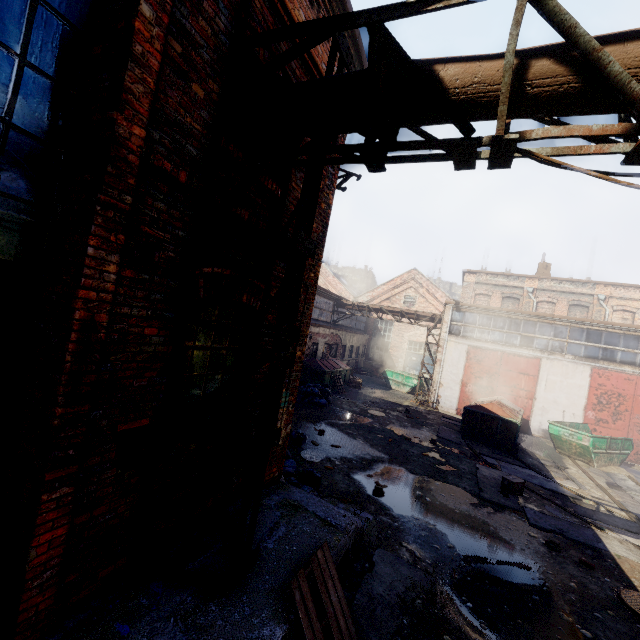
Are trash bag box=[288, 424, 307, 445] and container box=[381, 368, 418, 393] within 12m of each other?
no

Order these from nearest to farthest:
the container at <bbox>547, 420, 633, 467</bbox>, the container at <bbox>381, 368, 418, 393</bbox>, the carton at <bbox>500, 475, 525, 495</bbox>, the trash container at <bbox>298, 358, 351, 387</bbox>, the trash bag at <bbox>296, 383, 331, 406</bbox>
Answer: the carton at <bbox>500, 475, 525, 495</bbox>
the container at <bbox>547, 420, 633, 467</bbox>
the trash bag at <bbox>296, 383, 331, 406</bbox>
the trash container at <bbox>298, 358, 351, 387</bbox>
the container at <bbox>381, 368, 418, 393</bbox>

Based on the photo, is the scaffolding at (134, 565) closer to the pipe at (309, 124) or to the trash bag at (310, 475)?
the pipe at (309, 124)

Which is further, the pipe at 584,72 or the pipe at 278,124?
the pipe at 278,124

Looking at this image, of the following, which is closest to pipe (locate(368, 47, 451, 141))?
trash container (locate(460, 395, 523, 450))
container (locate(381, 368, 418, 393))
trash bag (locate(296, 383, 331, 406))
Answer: trash bag (locate(296, 383, 331, 406))

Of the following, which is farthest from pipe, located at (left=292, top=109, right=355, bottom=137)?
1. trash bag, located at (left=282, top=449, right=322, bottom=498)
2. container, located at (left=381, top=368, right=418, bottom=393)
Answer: container, located at (left=381, top=368, right=418, bottom=393)

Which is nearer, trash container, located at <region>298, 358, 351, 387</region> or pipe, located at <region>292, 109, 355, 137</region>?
pipe, located at <region>292, 109, 355, 137</region>

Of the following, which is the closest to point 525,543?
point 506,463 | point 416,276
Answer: point 506,463
